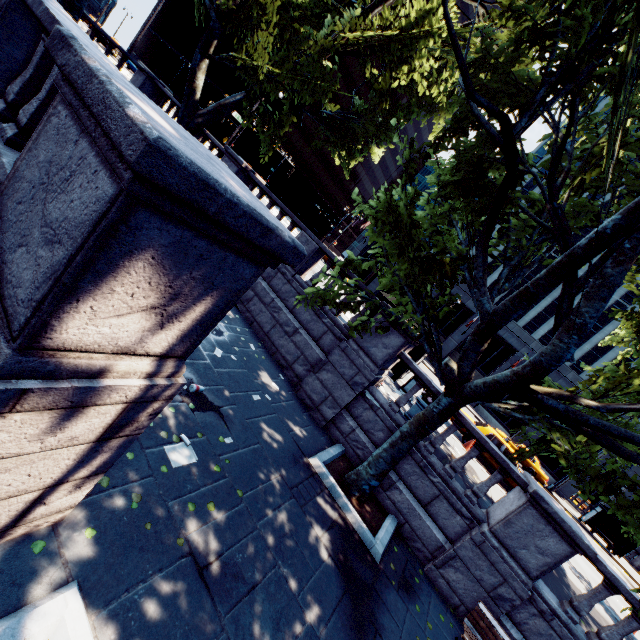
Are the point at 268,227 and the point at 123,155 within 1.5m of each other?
yes

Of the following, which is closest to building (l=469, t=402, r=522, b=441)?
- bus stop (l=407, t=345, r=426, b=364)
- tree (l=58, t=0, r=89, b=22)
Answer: tree (l=58, t=0, r=89, b=22)

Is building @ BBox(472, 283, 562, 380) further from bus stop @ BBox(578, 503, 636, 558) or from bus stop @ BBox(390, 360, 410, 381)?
bus stop @ BBox(390, 360, 410, 381)

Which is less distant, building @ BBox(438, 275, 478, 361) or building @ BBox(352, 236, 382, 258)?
building @ BBox(438, 275, 478, 361)

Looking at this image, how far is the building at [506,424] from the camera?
34.5 meters

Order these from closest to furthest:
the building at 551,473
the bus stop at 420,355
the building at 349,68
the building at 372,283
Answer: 1. the bus stop at 420,355
2. the building at 551,473
3. the building at 372,283
4. the building at 349,68

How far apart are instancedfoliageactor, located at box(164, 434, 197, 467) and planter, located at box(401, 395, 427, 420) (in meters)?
6.76

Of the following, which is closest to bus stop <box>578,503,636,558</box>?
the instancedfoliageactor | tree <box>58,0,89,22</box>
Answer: tree <box>58,0,89,22</box>
